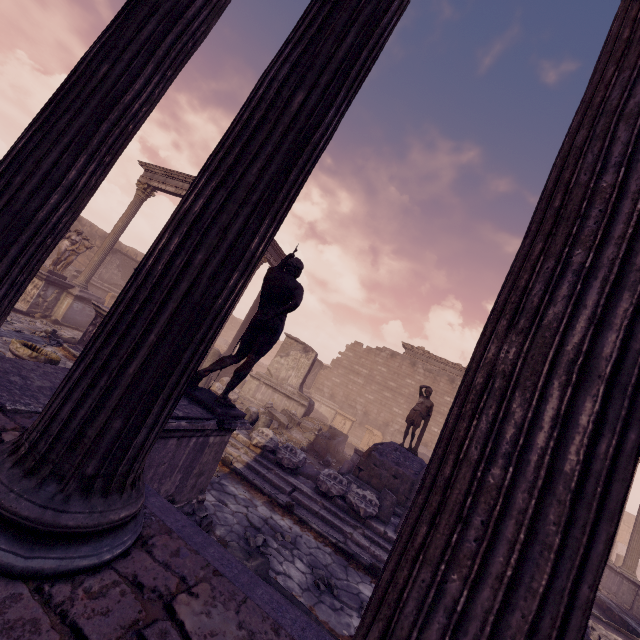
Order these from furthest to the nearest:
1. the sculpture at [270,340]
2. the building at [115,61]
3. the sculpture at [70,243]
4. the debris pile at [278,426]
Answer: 1. the sculpture at [70,243]
2. the debris pile at [278,426]
3. the sculpture at [270,340]
4. the building at [115,61]

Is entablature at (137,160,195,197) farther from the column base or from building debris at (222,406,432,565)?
the column base

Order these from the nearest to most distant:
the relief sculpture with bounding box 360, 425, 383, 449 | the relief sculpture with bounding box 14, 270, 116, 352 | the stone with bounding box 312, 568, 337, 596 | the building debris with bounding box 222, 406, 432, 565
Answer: the stone with bounding box 312, 568, 337, 596, the building debris with bounding box 222, 406, 432, 565, the relief sculpture with bounding box 14, 270, 116, 352, the relief sculpture with bounding box 360, 425, 383, 449

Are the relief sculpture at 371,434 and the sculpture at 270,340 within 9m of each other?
no

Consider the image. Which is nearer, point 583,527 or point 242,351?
point 583,527

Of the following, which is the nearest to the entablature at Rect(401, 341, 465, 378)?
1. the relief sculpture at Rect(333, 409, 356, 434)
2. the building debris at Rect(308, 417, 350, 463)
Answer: the relief sculpture at Rect(333, 409, 356, 434)

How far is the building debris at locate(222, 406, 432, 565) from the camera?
7.0 meters

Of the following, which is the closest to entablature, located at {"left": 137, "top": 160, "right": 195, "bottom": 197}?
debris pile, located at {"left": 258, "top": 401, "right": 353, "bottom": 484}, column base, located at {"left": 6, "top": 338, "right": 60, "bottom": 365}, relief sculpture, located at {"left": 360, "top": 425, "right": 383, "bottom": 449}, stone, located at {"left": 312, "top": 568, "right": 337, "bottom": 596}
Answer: debris pile, located at {"left": 258, "top": 401, "right": 353, "bottom": 484}
